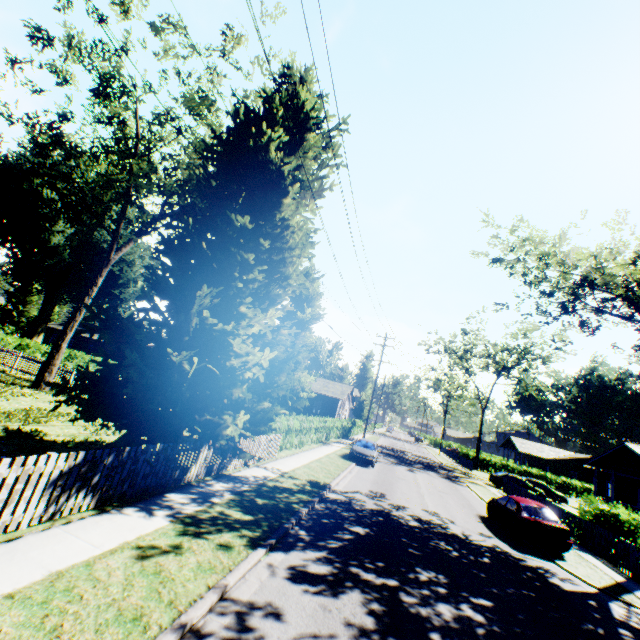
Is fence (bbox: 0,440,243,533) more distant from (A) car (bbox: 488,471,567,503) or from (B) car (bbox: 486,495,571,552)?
(A) car (bbox: 488,471,567,503)

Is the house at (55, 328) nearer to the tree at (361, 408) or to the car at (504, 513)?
the tree at (361, 408)

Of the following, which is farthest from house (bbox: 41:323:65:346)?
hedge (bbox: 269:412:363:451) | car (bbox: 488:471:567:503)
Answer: car (bbox: 488:471:567:503)

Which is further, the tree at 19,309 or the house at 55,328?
the tree at 19,309

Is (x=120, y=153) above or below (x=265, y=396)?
above

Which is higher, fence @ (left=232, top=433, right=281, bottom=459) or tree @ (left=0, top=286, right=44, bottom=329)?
tree @ (left=0, top=286, right=44, bottom=329)

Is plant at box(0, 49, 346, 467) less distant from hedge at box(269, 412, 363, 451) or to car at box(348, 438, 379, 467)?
hedge at box(269, 412, 363, 451)

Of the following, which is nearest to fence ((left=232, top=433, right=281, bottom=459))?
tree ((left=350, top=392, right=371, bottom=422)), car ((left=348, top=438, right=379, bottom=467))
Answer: car ((left=348, top=438, right=379, bottom=467))
